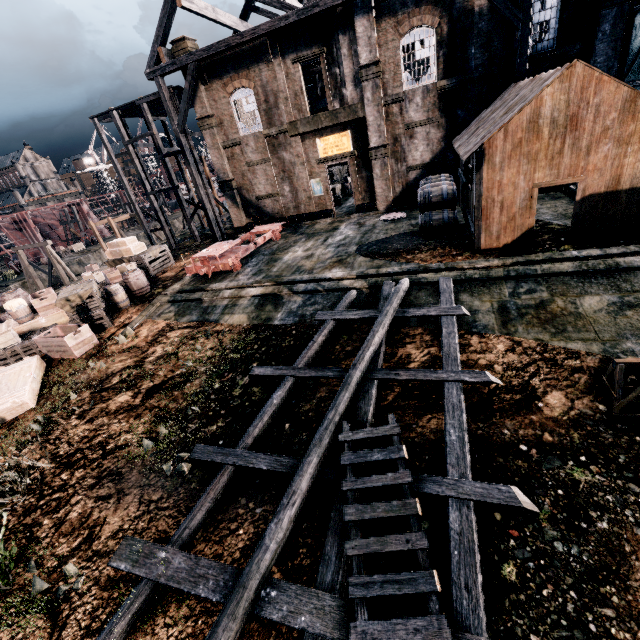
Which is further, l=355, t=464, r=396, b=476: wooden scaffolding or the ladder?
l=355, t=464, r=396, b=476: wooden scaffolding

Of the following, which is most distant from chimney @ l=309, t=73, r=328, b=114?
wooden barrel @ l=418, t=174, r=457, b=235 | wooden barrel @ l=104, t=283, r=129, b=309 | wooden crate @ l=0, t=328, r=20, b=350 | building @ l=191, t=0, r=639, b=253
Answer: building @ l=191, t=0, r=639, b=253

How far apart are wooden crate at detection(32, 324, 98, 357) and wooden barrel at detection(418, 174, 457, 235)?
16.1m

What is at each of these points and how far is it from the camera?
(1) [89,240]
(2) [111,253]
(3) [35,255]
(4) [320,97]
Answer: (1) pulley, 51.9 meters
(2) wooden chest, 22.6 meters
(3) ship construction, 54.3 meters
(4) chimney, 37.2 meters

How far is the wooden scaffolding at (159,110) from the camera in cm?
2554

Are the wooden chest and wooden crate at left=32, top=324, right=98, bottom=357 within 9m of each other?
yes

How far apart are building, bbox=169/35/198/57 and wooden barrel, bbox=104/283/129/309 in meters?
17.1

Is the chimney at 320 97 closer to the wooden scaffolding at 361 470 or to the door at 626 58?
the door at 626 58
